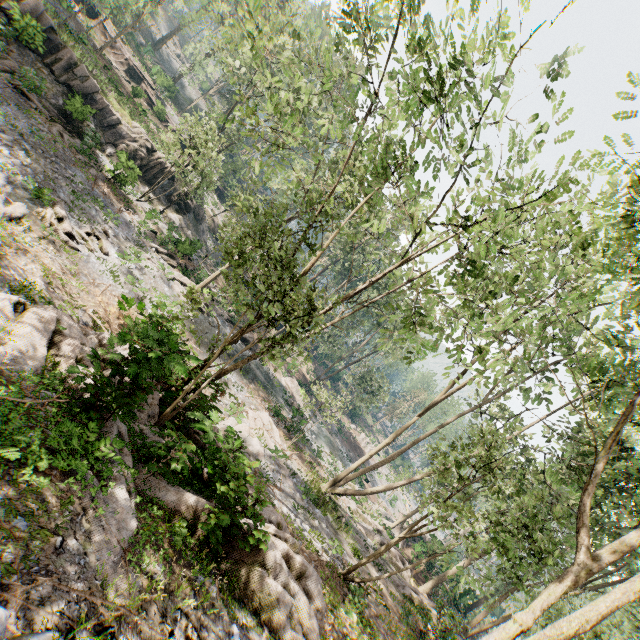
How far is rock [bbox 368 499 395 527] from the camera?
29.6m

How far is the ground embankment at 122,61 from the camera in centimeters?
3888cm

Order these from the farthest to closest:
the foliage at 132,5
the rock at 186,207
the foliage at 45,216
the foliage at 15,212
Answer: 1. the rock at 186,207
2. the foliage at 132,5
3. the foliage at 45,216
4. the foliage at 15,212

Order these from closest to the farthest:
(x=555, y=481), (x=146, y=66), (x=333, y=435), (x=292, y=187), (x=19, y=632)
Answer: (x=19, y=632) < (x=555, y=481) < (x=333, y=435) < (x=292, y=187) < (x=146, y=66)

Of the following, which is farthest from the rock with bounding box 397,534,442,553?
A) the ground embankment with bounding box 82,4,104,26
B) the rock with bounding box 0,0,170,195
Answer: the ground embankment with bounding box 82,4,104,26

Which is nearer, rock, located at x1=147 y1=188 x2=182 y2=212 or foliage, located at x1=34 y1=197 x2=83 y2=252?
foliage, located at x1=34 y1=197 x2=83 y2=252

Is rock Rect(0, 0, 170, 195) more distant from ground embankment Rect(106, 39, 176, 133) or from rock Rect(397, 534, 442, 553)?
rock Rect(397, 534, 442, 553)

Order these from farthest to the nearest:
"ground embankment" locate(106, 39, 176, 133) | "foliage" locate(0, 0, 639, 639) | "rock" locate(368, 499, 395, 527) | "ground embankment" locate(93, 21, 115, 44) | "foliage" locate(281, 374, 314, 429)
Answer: "ground embankment" locate(93, 21, 115, 44) < "ground embankment" locate(106, 39, 176, 133) < "rock" locate(368, 499, 395, 527) < "foliage" locate(281, 374, 314, 429) < "foliage" locate(0, 0, 639, 639)
